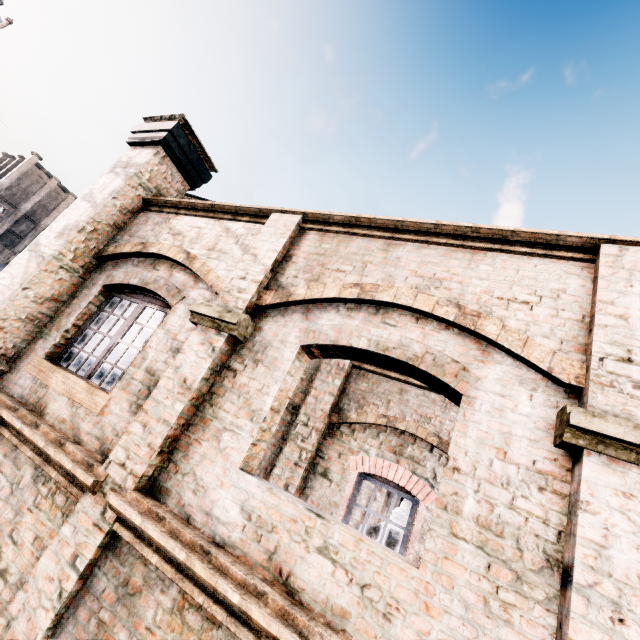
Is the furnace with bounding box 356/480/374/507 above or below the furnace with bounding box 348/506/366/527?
above

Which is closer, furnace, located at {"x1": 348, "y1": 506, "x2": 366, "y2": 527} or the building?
the building

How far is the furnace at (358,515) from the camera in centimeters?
1884cm

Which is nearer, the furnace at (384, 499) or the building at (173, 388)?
the building at (173, 388)

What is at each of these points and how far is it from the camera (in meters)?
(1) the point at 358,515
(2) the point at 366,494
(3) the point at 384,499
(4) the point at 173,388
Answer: (1) furnace, 19.02
(2) furnace, 19.50
(3) furnace, 19.61
(4) building, 4.11

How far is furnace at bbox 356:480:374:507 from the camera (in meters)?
19.30
